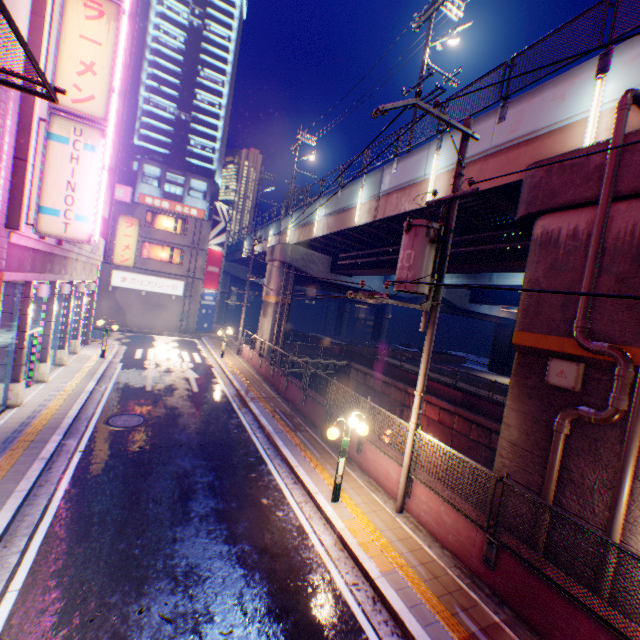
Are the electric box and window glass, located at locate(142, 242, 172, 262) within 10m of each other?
no

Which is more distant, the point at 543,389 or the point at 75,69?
the point at 75,69

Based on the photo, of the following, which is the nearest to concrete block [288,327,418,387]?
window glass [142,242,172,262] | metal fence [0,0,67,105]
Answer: metal fence [0,0,67,105]

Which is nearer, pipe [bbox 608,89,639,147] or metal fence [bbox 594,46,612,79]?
pipe [bbox 608,89,639,147]

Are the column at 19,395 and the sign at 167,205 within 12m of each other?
no

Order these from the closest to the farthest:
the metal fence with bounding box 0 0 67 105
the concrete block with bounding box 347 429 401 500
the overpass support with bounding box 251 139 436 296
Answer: the metal fence with bounding box 0 0 67 105 → the concrete block with bounding box 347 429 401 500 → the overpass support with bounding box 251 139 436 296

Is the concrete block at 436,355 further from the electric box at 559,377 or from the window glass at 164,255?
the window glass at 164,255

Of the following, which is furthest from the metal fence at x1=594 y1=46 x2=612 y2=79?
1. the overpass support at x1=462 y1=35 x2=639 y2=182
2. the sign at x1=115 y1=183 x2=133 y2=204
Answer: the sign at x1=115 y1=183 x2=133 y2=204
